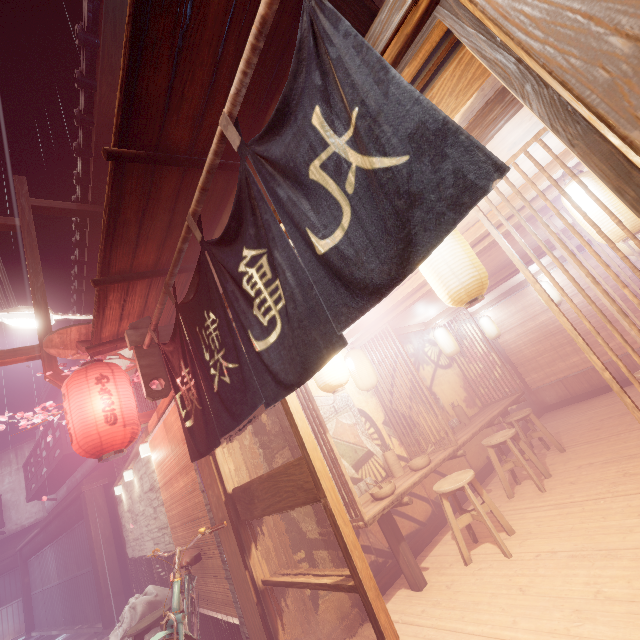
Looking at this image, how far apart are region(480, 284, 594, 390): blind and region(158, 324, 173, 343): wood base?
13.94m

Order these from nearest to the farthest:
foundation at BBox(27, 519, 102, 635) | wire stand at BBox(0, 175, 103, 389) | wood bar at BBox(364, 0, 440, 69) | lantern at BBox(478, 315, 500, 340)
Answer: wood bar at BBox(364, 0, 440, 69), wire stand at BBox(0, 175, 103, 389), lantern at BBox(478, 315, 500, 340), foundation at BBox(27, 519, 102, 635)

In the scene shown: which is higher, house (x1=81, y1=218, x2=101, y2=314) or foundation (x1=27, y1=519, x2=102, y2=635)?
house (x1=81, y1=218, x2=101, y2=314)

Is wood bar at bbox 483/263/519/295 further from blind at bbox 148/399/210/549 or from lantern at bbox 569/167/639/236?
lantern at bbox 569/167/639/236

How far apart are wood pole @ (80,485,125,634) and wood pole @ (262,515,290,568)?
14.1m

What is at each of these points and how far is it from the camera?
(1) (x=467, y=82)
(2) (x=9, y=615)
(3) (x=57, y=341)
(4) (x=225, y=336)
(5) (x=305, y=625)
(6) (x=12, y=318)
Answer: (1) wood bar, 2.78m
(2) foundation, 25.94m
(3) wood guard, 7.20m
(4) flag, 3.77m
(5) wood pole, 5.22m
(6) light, 9.13m

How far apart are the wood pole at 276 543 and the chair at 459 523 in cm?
291

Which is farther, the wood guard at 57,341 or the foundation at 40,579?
the foundation at 40,579
